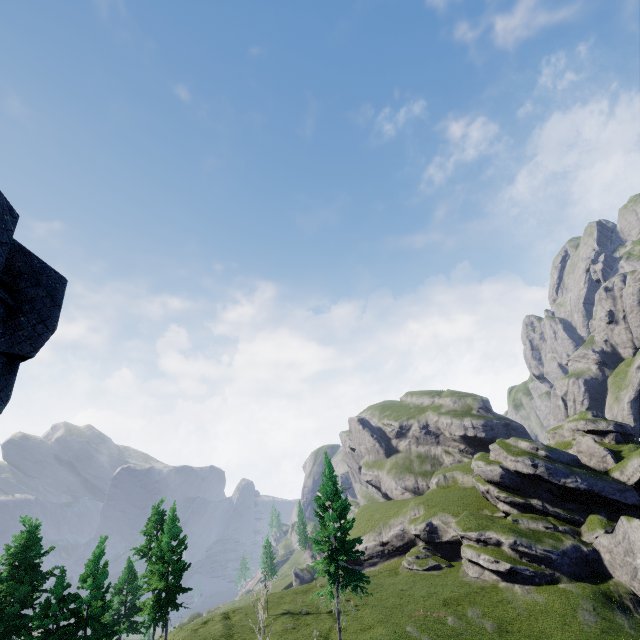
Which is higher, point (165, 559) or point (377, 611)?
point (165, 559)
